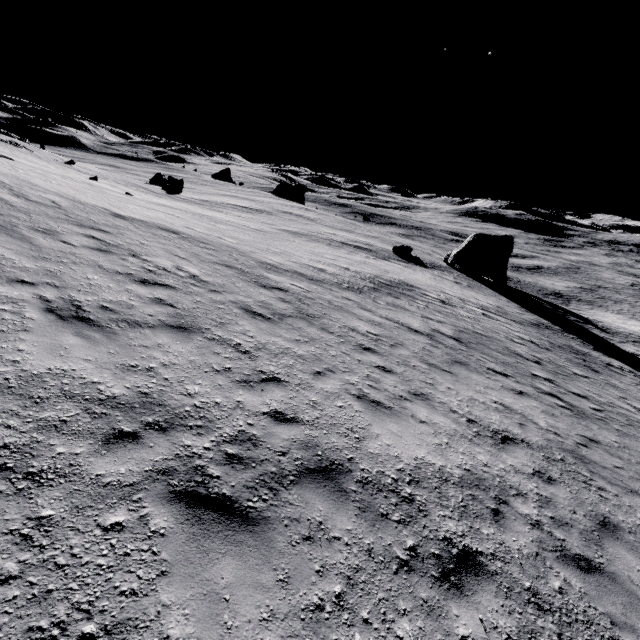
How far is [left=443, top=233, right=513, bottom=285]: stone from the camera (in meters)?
40.88

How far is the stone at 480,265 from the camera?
40.9m

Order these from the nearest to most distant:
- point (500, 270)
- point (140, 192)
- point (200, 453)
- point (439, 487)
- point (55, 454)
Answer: point (55, 454), point (200, 453), point (439, 487), point (140, 192), point (500, 270)
